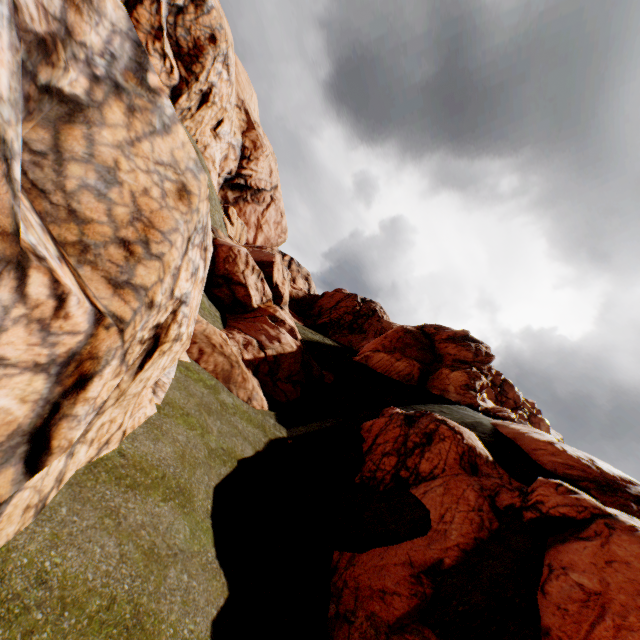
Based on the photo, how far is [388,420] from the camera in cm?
1656
